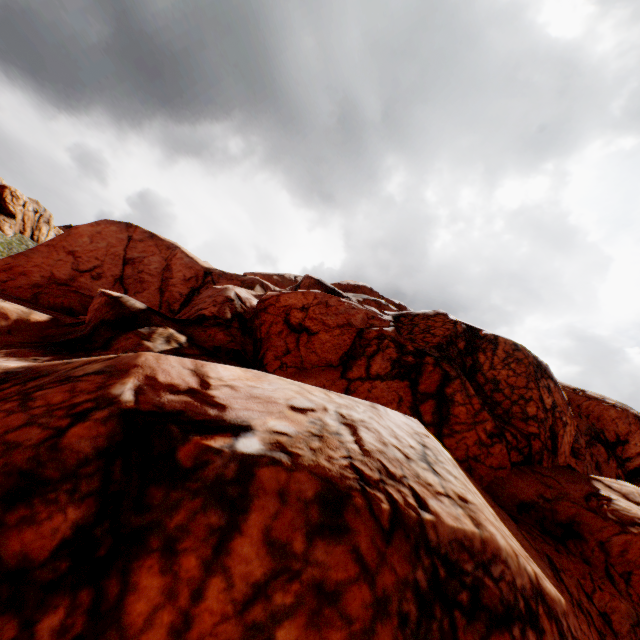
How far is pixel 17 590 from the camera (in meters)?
2.99
